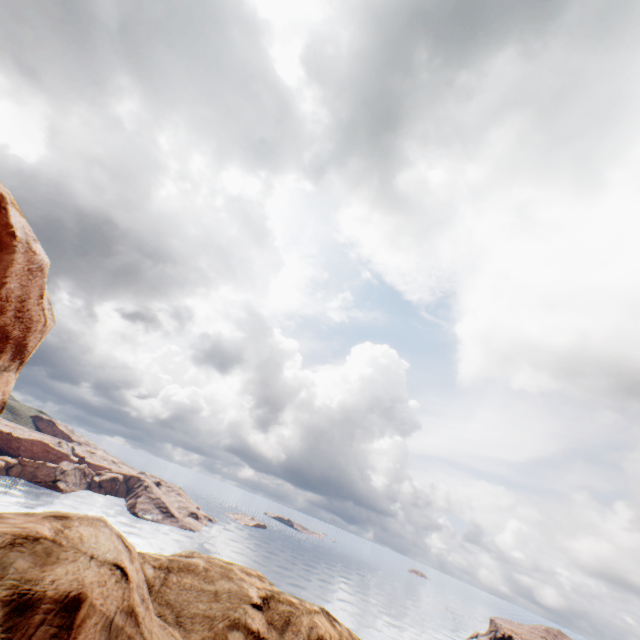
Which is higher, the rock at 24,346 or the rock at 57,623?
the rock at 24,346

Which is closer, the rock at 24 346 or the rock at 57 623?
the rock at 57 623

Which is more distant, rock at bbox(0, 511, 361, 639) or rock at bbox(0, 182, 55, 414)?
rock at bbox(0, 182, 55, 414)

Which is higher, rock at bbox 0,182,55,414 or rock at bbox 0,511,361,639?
rock at bbox 0,182,55,414

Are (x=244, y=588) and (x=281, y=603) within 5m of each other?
yes
